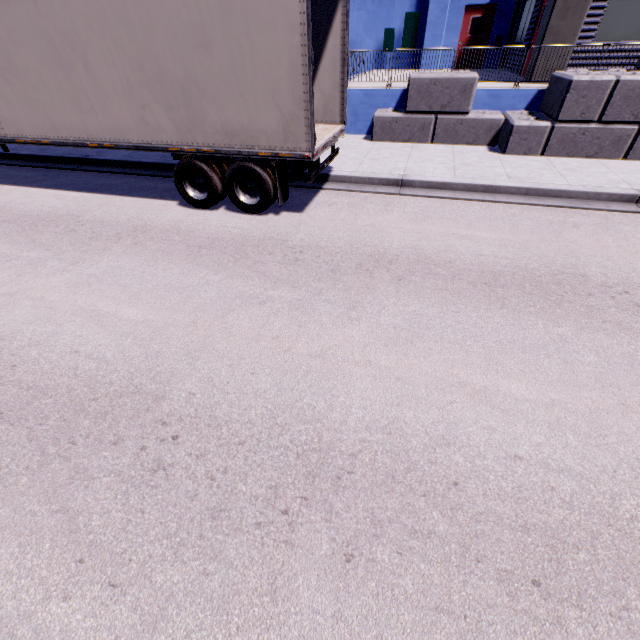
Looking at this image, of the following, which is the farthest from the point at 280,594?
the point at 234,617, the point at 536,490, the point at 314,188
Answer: the point at 314,188

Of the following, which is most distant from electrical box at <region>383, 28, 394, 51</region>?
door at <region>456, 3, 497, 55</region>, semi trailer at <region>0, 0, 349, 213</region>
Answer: semi trailer at <region>0, 0, 349, 213</region>

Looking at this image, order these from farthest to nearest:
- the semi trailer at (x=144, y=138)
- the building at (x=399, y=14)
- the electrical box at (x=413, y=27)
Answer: the electrical box at (x=413, y=27), the building at (x=399, y=14), the semi trailer at (x=144, y=138)

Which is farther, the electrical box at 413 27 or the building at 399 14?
the electrical box at 413 27

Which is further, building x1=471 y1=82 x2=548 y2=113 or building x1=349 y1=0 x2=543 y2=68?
building x1=349 y1=0 x2=543 y2=68

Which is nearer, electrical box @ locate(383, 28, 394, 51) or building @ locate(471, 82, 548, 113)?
building @ locate(471, 82, 548, 113)

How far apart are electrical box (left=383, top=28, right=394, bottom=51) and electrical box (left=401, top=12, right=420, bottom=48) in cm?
41

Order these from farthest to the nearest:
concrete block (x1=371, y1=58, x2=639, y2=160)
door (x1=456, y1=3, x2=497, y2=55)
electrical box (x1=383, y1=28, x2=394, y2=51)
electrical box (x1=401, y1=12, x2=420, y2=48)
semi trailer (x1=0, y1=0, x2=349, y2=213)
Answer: electrical box (x1=383, y1=28, x2=394, y2=51), electrical box (x1=401, y1=12, x2=420, y2=48), door (x1=456, y1=3, x2=497, y2=55), concrete block (x1=371, y1=58, x2=639, y2=160), semi trailer (x1=0, y1=0, x2=349, y2=213)
